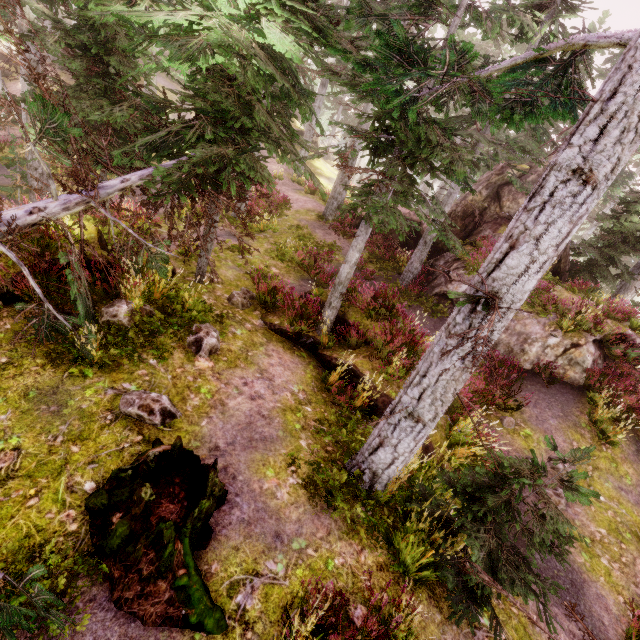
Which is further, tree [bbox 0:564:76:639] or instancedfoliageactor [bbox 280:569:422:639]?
instancedfoliageactor [bbox 280:569:422:639]

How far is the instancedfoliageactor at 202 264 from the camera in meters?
7.8

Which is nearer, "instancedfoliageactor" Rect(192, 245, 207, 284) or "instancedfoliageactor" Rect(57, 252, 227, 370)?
"instancedfoliageactor" Rect(57, 252, 227, 370)

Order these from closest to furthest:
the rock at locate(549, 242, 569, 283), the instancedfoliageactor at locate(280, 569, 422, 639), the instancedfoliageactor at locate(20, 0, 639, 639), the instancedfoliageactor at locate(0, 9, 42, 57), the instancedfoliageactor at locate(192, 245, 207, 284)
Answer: the instancedfoliageactor at locate(280, 569, 422, 639) < the instancedfoliageactor at locate(20, 0, 639, 639) < the instancedfoliageactor at locate(192, 245, 207, 284) < the instancedfoliageactor at locate(0, 9, 42, 57) < the rock at locate(549, 242, 569, 283)

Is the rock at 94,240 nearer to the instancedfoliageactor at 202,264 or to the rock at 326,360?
the instancedfoliageactor at 202,264

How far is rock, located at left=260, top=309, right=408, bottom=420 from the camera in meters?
8.0

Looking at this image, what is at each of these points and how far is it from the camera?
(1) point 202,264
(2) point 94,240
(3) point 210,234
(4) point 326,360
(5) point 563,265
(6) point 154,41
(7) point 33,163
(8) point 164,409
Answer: (1) instancedfoliageactor, 9.2m
(2) rock, 7.9m
(3) instancedfoliageactor, 8.8m
(4) rock, 9.0m
(5) rock, 15.5m
(6) instancedfoliageactor, 4.7m
(7) instancedfoliageactor, 13.1m
(8) instancedfoliageactor, 5.2m

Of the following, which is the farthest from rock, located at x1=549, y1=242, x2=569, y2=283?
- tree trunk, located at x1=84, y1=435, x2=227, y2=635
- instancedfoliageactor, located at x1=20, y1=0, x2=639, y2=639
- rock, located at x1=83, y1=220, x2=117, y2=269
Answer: tree trunk, located at x1=84, y1=435, x2=227, y2=635
